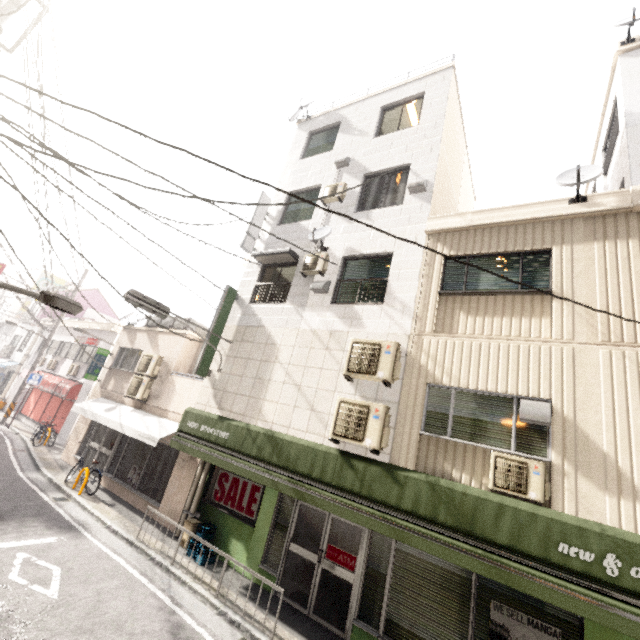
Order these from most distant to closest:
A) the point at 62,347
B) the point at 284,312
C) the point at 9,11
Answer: the point at 62,347, the point at 284,312, the point at 9,11

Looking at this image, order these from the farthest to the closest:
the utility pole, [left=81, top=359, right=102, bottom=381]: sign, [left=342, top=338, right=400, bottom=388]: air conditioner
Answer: [left=81, top=359, right=102, bottom=381]: sign, [left=342, top=338, right=400, bottom=388]: air conditioner, the utility pole

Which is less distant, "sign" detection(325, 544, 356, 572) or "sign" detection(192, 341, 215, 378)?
"sign" detection(325, 544, 356, 572)

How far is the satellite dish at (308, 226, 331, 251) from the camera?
9.0 meters

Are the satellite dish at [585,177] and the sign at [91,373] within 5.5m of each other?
no

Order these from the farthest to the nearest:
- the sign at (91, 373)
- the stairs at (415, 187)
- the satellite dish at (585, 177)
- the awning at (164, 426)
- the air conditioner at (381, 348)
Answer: the sign at (91, 373) < the stairs at (415, 187) < the air conditioner at (381, 348) < the satellite dish at (585, 177) < the awning at (164, 426)

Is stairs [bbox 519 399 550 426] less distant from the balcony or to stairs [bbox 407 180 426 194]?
stairs [bbox 407 180 426 194]

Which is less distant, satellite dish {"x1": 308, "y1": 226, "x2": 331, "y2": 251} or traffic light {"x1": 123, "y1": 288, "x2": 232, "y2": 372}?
traffic light {"x1": 123, "y1": 288, "x2": 232, "y2": 372}
